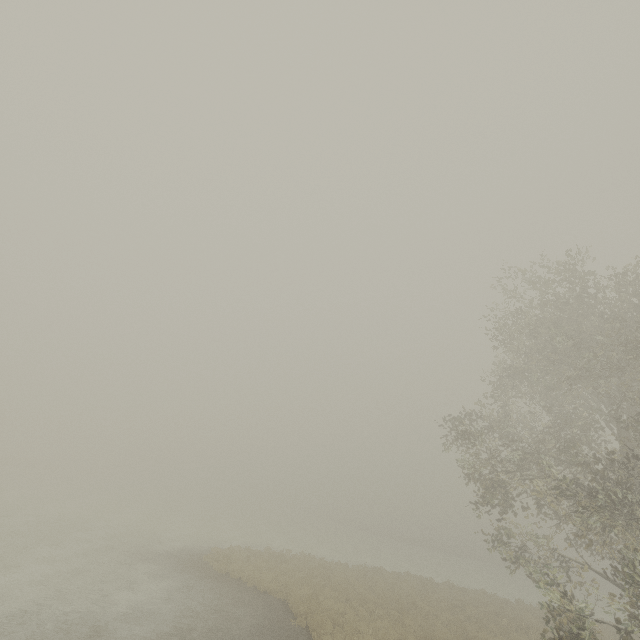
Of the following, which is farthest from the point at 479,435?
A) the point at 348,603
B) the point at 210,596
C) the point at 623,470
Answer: the point at 210,596
